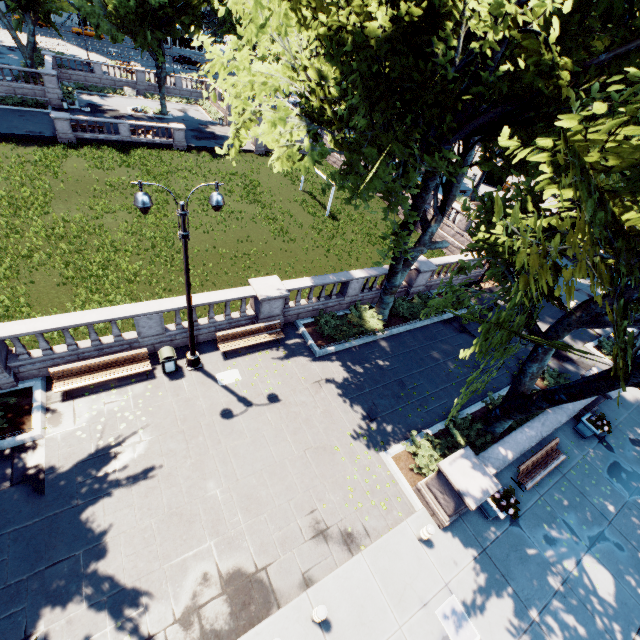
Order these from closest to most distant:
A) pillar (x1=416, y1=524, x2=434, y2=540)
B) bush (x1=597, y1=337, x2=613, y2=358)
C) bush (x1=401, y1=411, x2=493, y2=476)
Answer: A:
pillar (x1=416, y1=524, x2=434, y2=540)
bush (x1=401, y1=411, x2=493, y2=476)
bush (x1=597, y1=337, x2=613, y2=358)

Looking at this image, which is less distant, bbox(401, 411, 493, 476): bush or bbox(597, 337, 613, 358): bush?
bbox(401, 411, 493, 476): bush

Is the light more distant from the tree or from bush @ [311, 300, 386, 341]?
bush @ [311, 300, 386, 341]

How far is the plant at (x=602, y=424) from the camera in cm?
1397

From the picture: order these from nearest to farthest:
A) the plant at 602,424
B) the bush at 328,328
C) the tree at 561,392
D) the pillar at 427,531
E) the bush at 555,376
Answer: the tree at 561,392 < the pillar at 427,531 < the plant at 602,424 < the bush at 328,328 < the bush at 555,376

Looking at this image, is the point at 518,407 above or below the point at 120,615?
above

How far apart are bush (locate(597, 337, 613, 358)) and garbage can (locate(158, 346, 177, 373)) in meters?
24.5 m

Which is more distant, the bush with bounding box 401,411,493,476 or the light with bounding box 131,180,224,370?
the bush with bounding box 401,411,493,476
